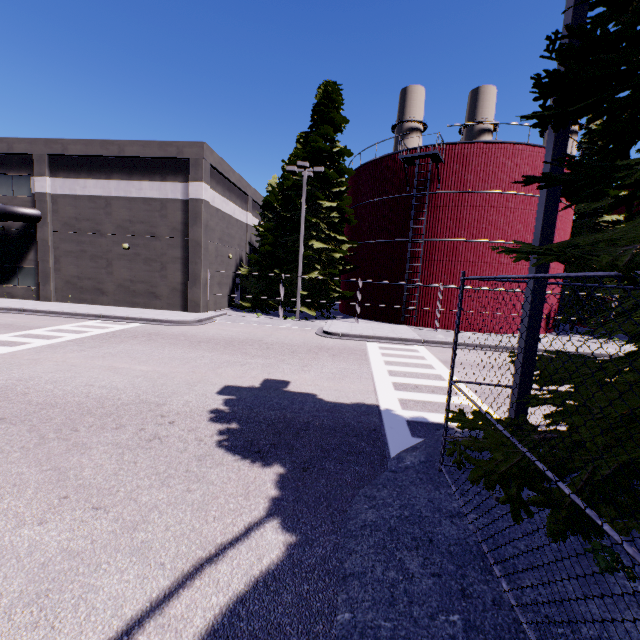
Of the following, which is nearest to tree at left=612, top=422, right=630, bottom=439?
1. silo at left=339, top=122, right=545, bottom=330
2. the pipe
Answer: silo at left=339, top=122, right=545, bottom=330

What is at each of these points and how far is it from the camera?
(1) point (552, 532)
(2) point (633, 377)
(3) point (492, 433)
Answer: (1) tree, 2.42m
(2) tree, 2.79m
(3) tree, 3.31m

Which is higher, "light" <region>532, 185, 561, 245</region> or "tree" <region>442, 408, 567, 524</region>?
"light" <region>532, 185, 561, 245</region>

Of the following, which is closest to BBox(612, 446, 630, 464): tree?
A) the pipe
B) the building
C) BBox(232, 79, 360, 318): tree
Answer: the building

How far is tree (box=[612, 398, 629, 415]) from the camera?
2.6m

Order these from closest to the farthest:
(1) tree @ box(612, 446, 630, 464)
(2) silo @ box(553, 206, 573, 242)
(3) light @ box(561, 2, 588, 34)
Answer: (1) tree @ box(612, 446, 630, 464) → (3) light @ box(561, 2, 588, 34) → (2) silo @ box(553, 206, 573, 242)

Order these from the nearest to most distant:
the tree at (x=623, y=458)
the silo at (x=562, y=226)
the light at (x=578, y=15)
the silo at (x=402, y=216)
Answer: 1. the tree at (x=623, y=458)
2. the light at (x=578, y=15)
3. the silo at (x=402, y=216)
4. the silo at (x=562, y=226)

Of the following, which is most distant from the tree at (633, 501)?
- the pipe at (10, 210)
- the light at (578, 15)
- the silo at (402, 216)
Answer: the pipe at (10, 210)
